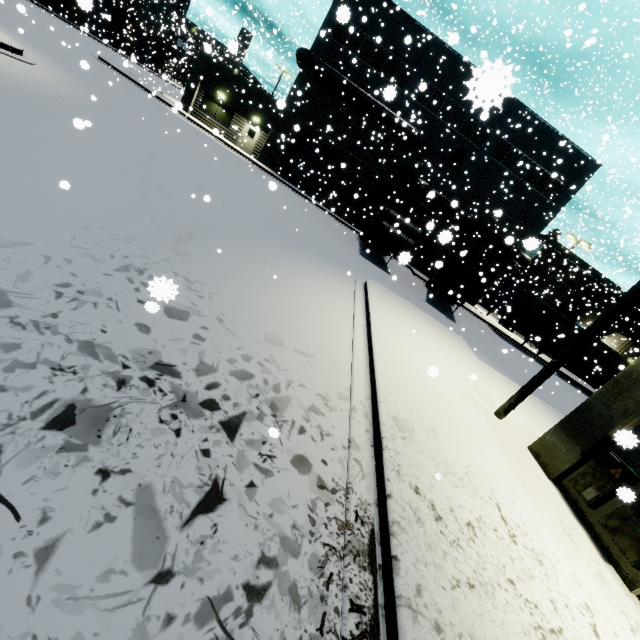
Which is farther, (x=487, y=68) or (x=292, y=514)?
(x=292, y=514)

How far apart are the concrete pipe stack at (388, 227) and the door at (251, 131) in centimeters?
1469cm

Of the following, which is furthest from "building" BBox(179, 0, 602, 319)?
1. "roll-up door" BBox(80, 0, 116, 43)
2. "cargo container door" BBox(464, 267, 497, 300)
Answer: "cargo container door" BBox(464, 267, 497, 300)

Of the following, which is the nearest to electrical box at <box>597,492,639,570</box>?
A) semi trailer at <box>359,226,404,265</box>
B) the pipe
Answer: semi trailer at <box>359,226,404,265</box>

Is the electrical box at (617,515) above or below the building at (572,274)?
below

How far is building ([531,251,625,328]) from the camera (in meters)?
37.81

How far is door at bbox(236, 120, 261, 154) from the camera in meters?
27.0

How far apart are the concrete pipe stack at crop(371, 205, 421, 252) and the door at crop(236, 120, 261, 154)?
14.7 meters
